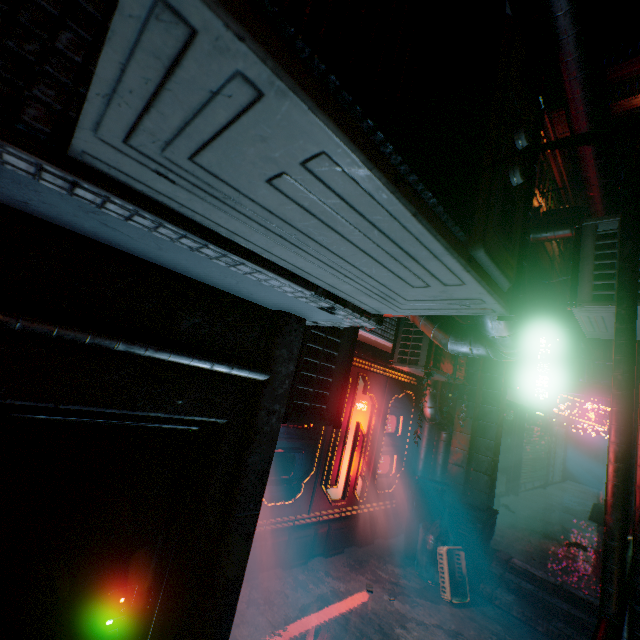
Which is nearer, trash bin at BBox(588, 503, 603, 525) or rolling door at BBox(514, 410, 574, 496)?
trash bin at BBox(588, 503, 603, 525)

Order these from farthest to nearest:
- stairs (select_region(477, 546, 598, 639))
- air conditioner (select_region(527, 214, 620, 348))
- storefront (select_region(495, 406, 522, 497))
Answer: storefront (select_region(495, 406, 522, 497)) → stairs (select_region(477, 546, 598, 639)) → air conditioner (select_region(527, 214, 620, 348))

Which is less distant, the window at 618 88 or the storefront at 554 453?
the storefront at 554 453

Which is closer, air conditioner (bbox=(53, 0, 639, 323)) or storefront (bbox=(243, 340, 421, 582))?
air conditioner (bbox=(53, 0, 639, 323))

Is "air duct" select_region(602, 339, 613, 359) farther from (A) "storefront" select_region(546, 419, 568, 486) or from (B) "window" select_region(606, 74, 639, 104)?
(B) "window" select_region(606, 74, 639, 104)

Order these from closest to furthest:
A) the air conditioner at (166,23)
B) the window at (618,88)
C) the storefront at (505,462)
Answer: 1. the air conditioner at (166,23)
2. the storefront at (505,462)
3. the window at (618,88)

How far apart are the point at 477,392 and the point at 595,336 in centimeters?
218cm

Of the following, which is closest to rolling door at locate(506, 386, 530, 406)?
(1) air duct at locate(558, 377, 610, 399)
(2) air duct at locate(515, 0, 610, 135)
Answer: (1) air duct at locate(558, 377, 610, 399)
